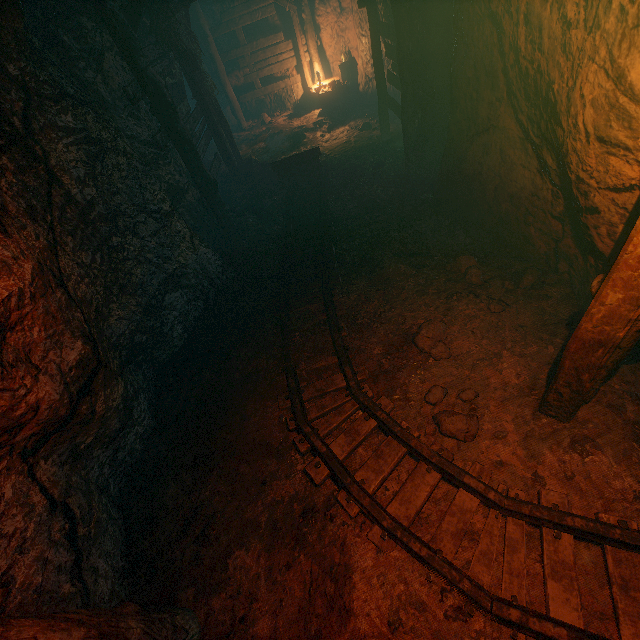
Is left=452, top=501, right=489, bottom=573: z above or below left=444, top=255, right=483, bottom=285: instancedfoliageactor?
below

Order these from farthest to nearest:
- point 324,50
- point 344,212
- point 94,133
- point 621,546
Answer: point 324,50
point 344,212
point 94,133
point 621,546

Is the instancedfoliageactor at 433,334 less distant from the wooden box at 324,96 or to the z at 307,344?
the z at 307,344

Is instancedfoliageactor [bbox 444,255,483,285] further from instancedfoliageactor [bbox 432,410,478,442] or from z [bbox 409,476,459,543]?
instancedfoliageactor [bbox 432,410,478,442]

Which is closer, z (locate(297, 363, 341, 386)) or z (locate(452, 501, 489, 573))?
z (locate(452, 501, 489, 573))

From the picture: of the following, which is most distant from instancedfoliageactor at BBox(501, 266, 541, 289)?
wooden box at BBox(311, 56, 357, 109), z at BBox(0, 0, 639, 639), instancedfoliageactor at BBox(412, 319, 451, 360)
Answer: wooden box at BBox(311, 56, 357, 109)

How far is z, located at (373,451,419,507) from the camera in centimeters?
314cm

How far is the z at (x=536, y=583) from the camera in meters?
2.4 m
